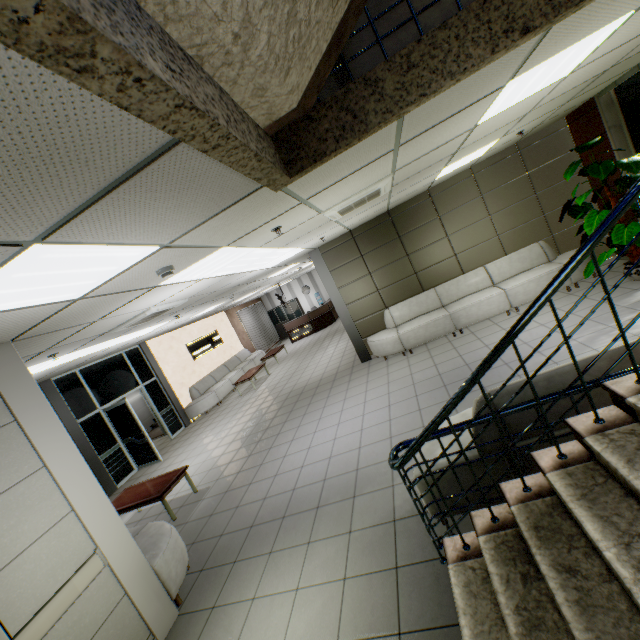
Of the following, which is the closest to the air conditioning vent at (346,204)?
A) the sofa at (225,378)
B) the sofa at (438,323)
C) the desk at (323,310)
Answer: the sofa at (438,323)

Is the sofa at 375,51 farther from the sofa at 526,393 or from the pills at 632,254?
the pills at 632,254

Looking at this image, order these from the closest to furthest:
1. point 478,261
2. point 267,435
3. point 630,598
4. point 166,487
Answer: point 630,598
point 166,487
point 267,435
point 478,261

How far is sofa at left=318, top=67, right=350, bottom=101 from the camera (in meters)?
2.29

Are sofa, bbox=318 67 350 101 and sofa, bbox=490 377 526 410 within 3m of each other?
yes

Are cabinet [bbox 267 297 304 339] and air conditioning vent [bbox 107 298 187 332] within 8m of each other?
no

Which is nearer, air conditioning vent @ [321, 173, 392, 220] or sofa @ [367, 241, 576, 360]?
air conditioning vent @ [321, 173, 392, 220]

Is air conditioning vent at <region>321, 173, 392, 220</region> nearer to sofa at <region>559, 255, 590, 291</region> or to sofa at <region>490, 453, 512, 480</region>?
sofa at <region>490, 453, 512, 480</region>
